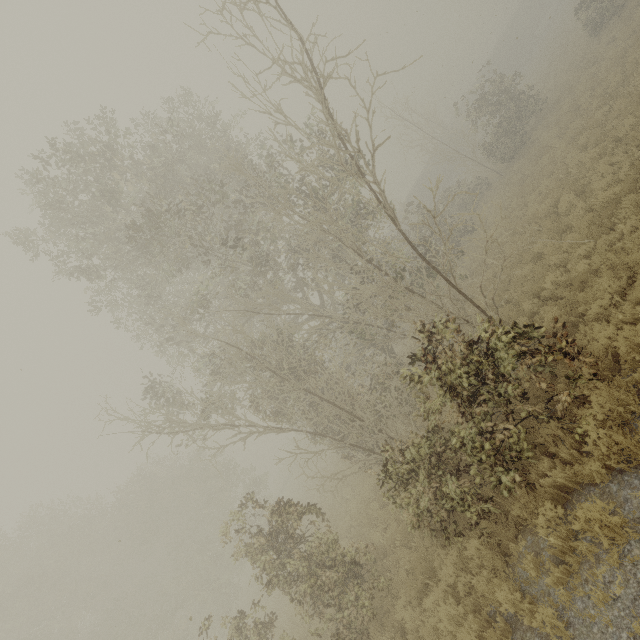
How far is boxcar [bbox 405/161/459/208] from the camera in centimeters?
4138cm

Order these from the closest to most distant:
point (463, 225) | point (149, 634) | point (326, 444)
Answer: point (326, 444) → point (463, 225) → point (149, 634)

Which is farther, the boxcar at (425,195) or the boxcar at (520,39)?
the boxcar at (520,39)

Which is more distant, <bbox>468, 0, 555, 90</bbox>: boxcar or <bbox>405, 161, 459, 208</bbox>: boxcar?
<bbox>468, 0, 555, 90</bbox>: boxcar

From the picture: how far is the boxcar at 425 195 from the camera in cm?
4138
